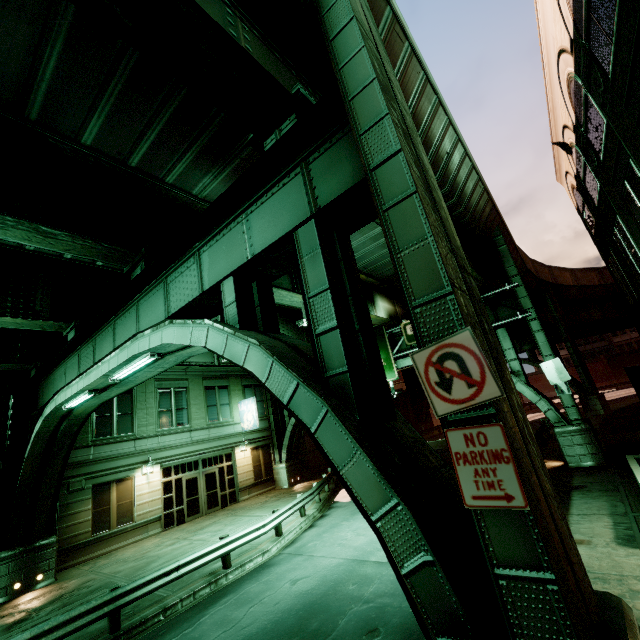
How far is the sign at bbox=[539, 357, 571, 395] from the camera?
15.02m

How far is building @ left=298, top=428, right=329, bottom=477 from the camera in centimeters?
2852cm

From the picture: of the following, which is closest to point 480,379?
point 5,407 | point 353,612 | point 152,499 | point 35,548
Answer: point 353,612

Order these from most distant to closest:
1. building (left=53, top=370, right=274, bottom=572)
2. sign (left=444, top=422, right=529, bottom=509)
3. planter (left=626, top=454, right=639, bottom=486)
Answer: building (left=53, top=370, right=274, bottom=572)
planter (left=626, top=454, right=639, bottom=486)
sign (left=444, top=422, right=529, bottom=509)

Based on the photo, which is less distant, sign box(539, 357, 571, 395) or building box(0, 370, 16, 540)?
building box(0, 370, 16, 540)

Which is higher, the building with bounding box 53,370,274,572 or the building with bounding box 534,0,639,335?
the building with bounding box 534,0,639,335

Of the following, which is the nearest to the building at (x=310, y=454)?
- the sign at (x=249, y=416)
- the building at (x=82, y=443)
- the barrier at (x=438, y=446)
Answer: the building at (x=82, y=443)

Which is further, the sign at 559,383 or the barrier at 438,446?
the barrier at 438,446
